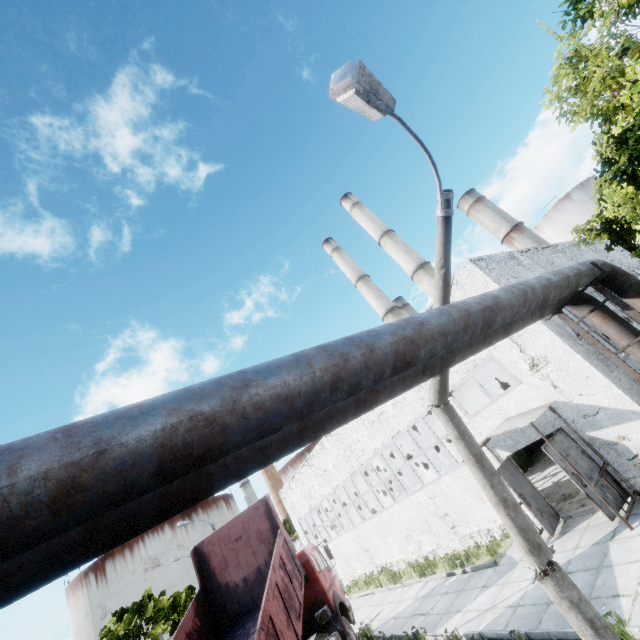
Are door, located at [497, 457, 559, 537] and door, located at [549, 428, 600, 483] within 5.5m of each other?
yes

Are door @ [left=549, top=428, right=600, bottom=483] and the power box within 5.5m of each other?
no

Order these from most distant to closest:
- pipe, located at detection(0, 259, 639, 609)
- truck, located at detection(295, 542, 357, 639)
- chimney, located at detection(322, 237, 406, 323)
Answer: chimney, located at detection(322, 237, 406, 323) → truck, located at detection(295, 542, 357, 639) → pipe, located at detection(0, 259, 639, 609)

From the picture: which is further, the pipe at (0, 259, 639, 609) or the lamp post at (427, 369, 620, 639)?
the lamp post at (427, 369, 620, 639)

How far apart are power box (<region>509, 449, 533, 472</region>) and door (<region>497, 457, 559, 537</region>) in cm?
817

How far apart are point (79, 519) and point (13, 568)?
0.9m

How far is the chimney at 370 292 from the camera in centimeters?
3944cm

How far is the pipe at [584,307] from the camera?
9.04m
